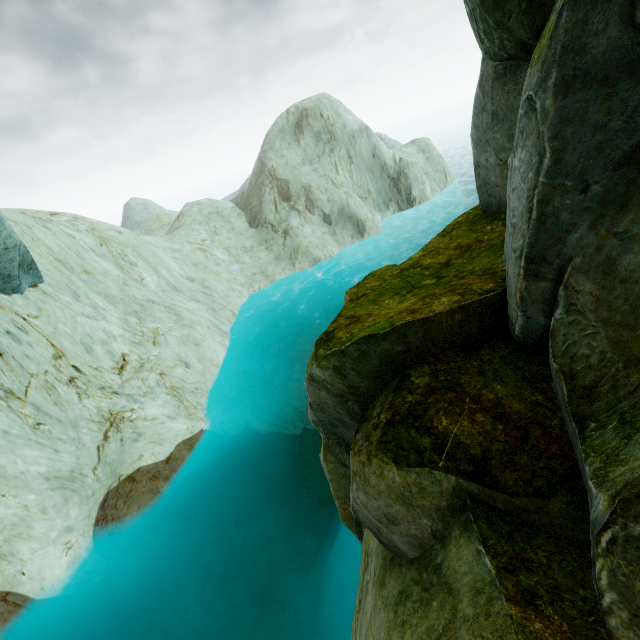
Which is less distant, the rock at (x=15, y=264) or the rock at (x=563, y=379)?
the rock at (x=563, y=379)

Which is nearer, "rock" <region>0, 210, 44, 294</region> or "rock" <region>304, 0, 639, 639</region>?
"rock" <region>304, 0, 639, 639</region>

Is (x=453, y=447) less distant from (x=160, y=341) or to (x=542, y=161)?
(x=542, y=161)
